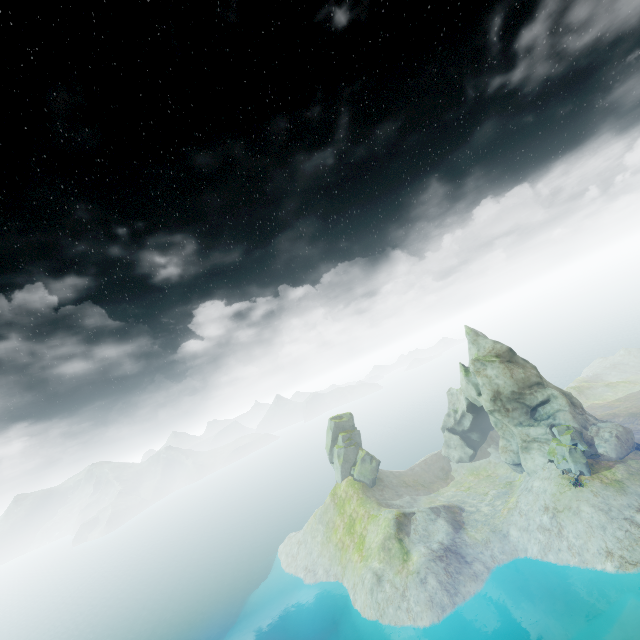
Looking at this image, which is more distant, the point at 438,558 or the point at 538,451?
the point at 538,451

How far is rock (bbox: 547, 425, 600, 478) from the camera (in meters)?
49.88

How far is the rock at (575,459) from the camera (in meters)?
49.88
